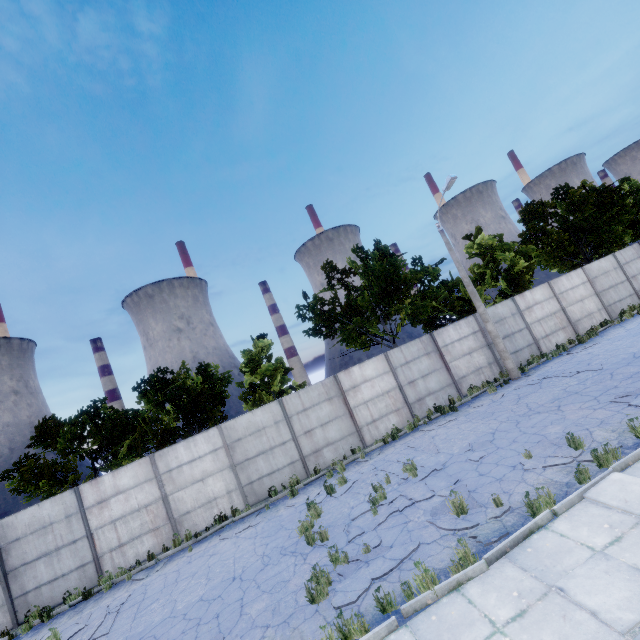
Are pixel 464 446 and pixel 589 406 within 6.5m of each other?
yes

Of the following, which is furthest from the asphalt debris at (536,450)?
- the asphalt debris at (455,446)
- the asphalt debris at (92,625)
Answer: the asphalt debris at (92,625)

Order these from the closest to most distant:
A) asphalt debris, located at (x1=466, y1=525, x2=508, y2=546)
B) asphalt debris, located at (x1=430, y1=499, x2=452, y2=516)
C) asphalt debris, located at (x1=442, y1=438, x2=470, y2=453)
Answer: asphalt debris, located at (x1=466, y1=525, x2=508, y2=546)
asphalt debris, located at (x1=430, y1=499, x2=452, y2=516)
asphalt debris, located at (x1=442, y1=438, x2=470, y2=453)

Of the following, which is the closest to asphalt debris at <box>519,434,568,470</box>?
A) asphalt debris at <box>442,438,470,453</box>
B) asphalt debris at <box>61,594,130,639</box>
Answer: asphalt debris at <box>442,438,470,453</box>

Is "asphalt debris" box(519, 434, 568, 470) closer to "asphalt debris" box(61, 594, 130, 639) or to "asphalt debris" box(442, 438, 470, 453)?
"asphalt debris" box(442, 438, 470, 453)

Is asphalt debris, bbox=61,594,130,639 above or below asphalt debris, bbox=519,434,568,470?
above

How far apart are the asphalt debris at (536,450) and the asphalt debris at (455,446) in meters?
1.4

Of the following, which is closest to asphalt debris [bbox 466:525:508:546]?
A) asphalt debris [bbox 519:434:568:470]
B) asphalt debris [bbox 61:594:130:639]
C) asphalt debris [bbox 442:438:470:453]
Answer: asphalt debris [bbox 442:438:470:453]
